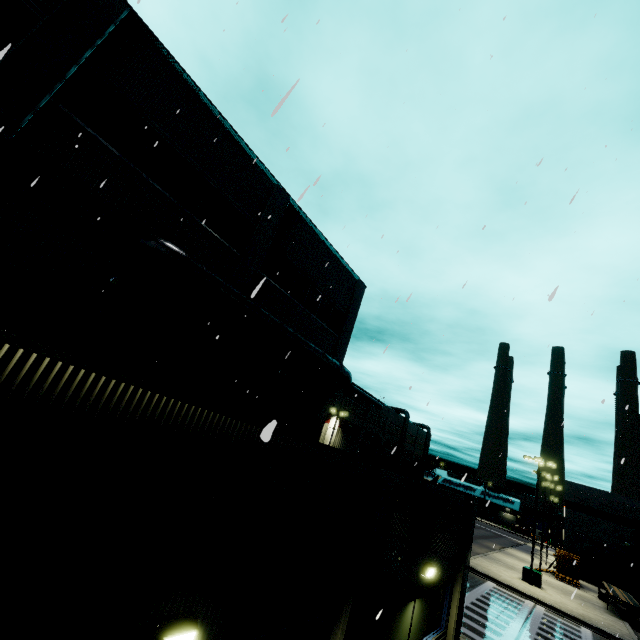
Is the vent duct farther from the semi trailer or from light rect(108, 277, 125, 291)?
the semi trailer

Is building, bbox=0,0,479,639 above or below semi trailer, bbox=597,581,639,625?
above

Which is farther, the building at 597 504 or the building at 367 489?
the building at 597 504

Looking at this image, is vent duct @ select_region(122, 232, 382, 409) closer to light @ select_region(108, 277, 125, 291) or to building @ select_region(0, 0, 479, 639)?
building @ select_region(0, 0, 479, 639)

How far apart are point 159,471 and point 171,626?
1.5 meters

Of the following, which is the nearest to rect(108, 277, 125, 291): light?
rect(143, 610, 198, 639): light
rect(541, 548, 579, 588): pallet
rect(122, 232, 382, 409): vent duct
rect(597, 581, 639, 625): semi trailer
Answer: rect(122, 232, 382, 409): vent duct

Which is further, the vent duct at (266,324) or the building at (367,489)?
the vent duct at (266,324)

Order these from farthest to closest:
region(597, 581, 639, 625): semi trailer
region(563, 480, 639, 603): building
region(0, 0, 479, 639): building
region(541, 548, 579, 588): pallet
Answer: region(563, 480, 639, 603): building → region(541, 548, 579, 588): pallet → region(597, 581, 639, 625): semi trailer → region(0, 0, 479, 639): building
